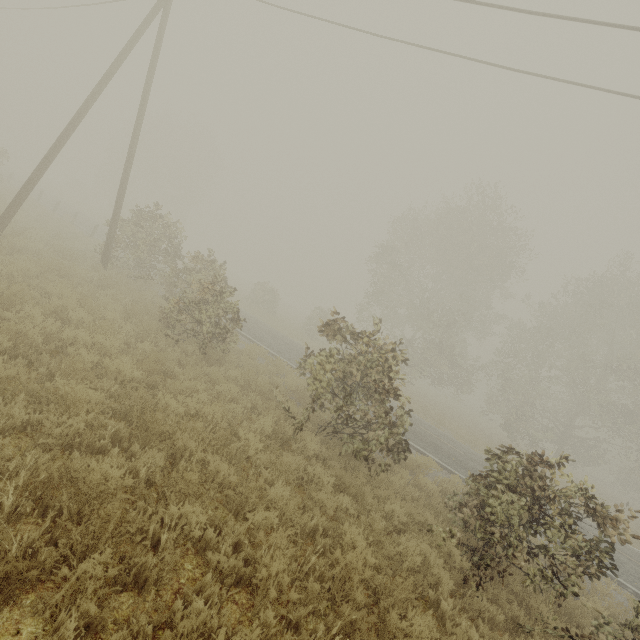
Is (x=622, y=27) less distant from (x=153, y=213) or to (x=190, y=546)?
(x=190, y=546)

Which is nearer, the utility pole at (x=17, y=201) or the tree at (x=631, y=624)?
the tree at (x=631, y=624)

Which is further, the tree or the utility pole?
the utility pole
